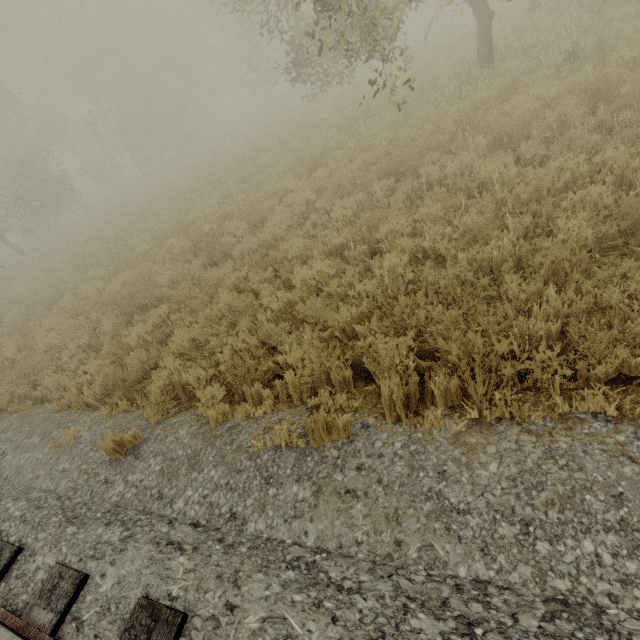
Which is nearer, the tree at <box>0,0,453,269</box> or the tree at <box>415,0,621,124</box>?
the tree at <box>415,0,621,124</box>

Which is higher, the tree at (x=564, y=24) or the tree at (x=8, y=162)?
the tree at (x=8, y=162)

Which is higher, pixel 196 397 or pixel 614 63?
pixel 614 63

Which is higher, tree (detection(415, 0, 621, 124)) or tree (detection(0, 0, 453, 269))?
tree (detection(0, 0, 453, 269))

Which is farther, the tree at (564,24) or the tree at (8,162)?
the tree at (8,162)
